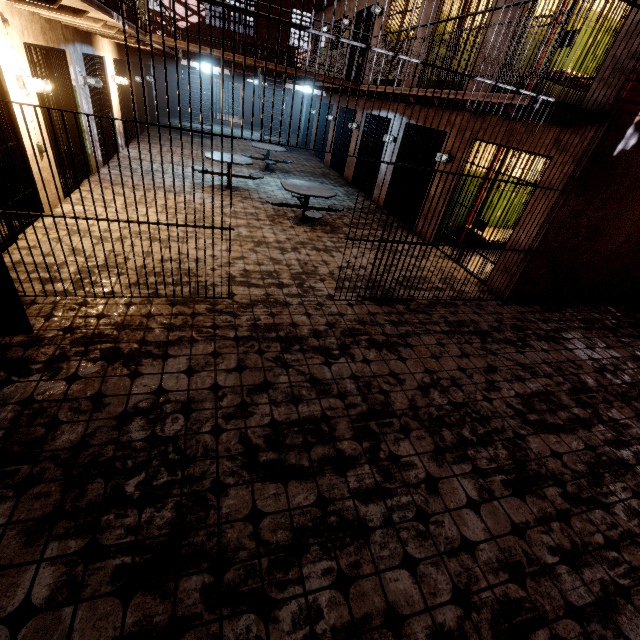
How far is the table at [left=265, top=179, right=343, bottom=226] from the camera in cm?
691

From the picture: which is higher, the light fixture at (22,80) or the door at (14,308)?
the light fixture at (22,80)

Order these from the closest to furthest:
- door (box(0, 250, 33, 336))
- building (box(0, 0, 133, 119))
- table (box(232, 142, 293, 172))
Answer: door (box(0, 250, 33, 336)), building (box(0, 0, 133, 119)), table (box(232, 142, 293, 172))

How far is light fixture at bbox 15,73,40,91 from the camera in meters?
4.8

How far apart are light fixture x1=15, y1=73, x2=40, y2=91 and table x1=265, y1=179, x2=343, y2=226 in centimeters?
393cm

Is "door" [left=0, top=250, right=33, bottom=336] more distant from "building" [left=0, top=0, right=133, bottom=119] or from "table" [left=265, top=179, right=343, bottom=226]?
"table" [left=265, top=179, right=343, bottom=226]

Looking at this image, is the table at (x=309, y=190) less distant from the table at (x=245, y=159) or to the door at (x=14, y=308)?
the table at (x=245, y=159)

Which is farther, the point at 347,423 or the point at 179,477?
the point at 347,423
